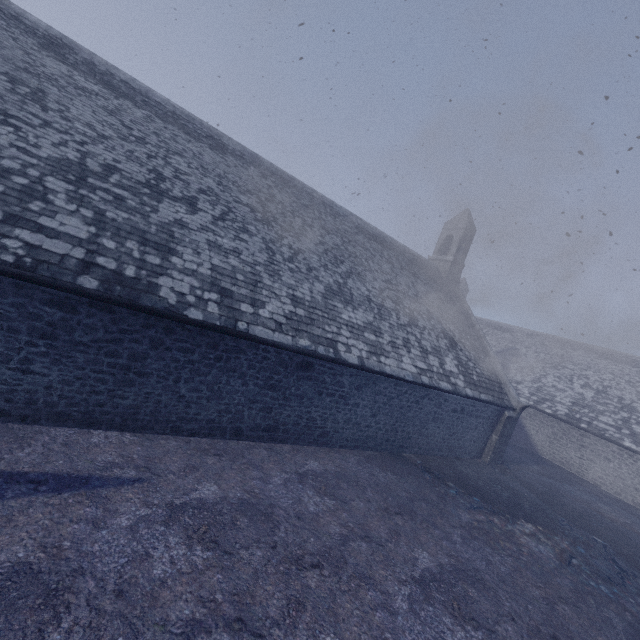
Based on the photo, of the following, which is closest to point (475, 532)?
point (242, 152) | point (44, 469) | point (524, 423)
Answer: point (44, 469)
